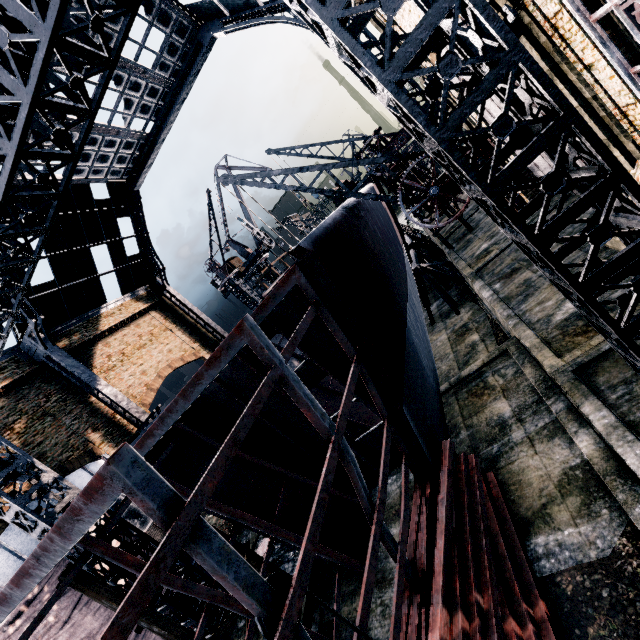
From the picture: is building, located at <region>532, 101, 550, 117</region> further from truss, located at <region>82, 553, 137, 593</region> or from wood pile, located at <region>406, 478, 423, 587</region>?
wood pile, located at <region>406, 478, 423, 587</region>

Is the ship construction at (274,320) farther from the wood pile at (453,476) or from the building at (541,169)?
the building at (541,169)

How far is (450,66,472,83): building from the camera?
10.92m

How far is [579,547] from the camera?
7.6m

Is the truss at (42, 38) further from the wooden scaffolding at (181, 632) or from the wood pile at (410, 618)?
the wood pile at (410, 618)

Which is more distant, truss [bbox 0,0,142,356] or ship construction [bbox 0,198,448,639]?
truss [bbox 0,0,142,356]

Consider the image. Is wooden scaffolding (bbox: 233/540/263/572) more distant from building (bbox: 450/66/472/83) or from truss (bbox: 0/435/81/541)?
building (bbox: 450/66/472/83)

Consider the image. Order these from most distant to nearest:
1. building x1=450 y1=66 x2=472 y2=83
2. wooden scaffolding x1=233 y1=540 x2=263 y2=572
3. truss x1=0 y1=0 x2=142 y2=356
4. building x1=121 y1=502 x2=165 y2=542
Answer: building x1=121 y1=502 x2=165 y2=542
wooden scaffolding x1=233 y1=540 x2=263 y2=572
building x1=450 y1=66 x2=472 y2=83
truss x1=0 y1=0 x2=142 y2=356
